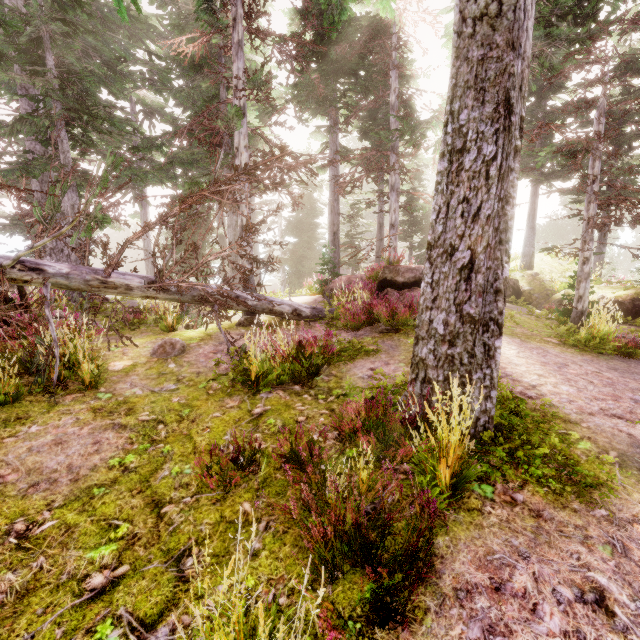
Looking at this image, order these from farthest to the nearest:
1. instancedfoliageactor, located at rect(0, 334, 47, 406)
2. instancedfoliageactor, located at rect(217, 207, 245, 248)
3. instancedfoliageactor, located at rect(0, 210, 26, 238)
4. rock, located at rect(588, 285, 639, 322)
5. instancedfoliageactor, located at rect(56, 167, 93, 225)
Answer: instancedfoliageactor, located at rect(0, 210, 26, 238) → rock, located at rect(588, 285, 639, 322) → instancedfoliageactor, located at rect(56, 167, 93, 225) → instancedfoliageactor, located at rect(217, 207, 245, 248) → instancedfoliageactor, located at rect(0, 334, 47, 406)

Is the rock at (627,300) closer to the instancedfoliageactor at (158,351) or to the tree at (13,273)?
the instancedfoliageactor at (158,351)

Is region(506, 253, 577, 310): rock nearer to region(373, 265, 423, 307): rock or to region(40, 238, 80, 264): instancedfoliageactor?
region(40, 238, 80, 264): instancedfoliageactor

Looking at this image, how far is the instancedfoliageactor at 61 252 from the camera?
14.04m

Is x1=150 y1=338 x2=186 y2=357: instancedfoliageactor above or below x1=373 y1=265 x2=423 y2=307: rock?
below

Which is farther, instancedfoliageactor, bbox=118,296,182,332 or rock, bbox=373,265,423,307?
rock, bbox=373,265,423,307

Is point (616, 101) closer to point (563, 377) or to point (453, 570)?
point (563, 377)

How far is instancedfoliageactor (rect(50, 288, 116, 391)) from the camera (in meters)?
5.07
